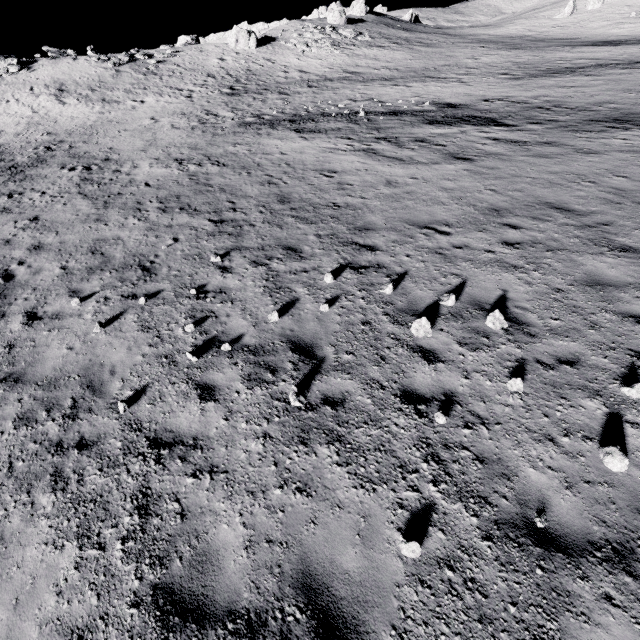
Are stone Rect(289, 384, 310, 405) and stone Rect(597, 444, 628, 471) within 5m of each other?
yes

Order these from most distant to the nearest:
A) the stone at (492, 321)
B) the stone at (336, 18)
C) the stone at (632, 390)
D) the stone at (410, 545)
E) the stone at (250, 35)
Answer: the stone at (336, 18)
the stone at (250, 35)
the stone at (492, 321)
the stone at (632, 390)
the stone at (410, 545)

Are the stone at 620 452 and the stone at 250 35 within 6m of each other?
no

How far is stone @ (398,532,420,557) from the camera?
3.69m

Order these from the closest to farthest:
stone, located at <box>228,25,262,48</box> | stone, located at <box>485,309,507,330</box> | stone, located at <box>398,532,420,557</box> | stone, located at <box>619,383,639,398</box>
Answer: stone, located at <box>398,532,420,557</box> < stone, located at <box>619,383,639,398</box> < stone, located at <box>485,309,507,330</box> < stone, located at <box>228,25,262,48</box>

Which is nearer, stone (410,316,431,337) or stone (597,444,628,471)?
stone (597,444,628,471)

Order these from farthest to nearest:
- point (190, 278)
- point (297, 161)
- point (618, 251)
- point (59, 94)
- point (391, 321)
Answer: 1. point (59, 94)
2. point (297, 161)
3. point (190, 278)
4. point (618, 251)
5. point (391, 321)

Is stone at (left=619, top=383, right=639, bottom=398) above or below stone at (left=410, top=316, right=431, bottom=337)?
below
